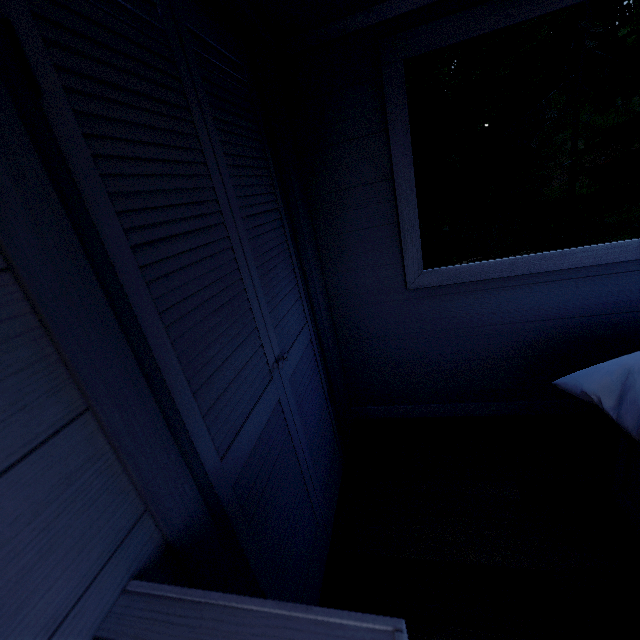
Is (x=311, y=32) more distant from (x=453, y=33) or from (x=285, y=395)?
(x=285, y=395)
